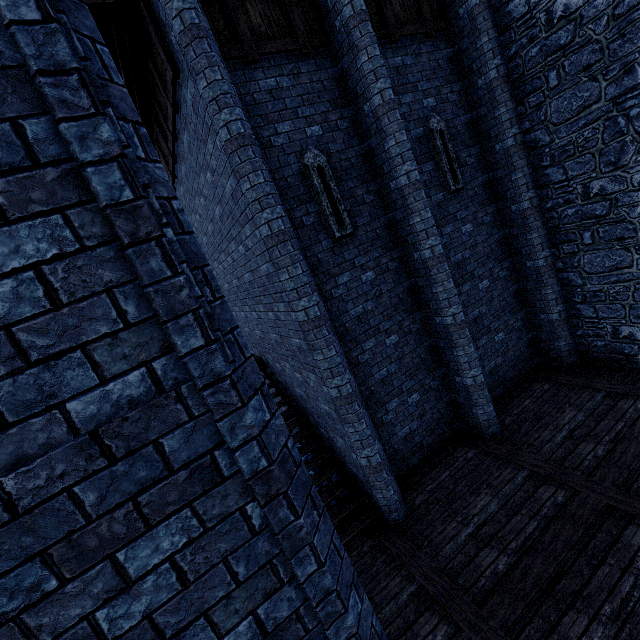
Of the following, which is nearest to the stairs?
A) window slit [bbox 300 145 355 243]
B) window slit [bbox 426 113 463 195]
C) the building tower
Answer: the building tower

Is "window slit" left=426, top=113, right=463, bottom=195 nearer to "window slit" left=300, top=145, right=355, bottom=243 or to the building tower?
the building tower

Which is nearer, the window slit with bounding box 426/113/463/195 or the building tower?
the building tower

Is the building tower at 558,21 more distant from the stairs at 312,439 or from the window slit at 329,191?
the window slit at 329,191

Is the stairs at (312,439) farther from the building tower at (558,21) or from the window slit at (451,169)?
the window slit at (451,169)

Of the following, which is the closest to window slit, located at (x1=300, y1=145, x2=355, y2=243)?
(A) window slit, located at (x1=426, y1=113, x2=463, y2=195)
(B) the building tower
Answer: (A) window slit, located at (x1=426, y1=113, x2=463, y2=195)

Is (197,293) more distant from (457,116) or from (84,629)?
(457,116)
